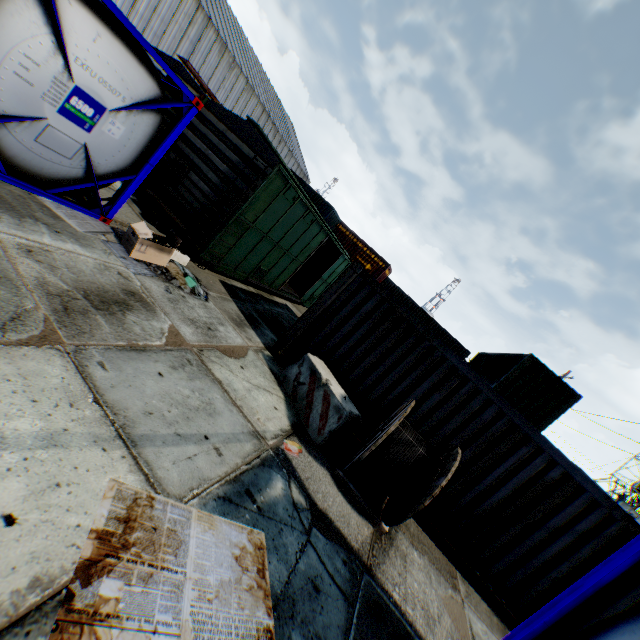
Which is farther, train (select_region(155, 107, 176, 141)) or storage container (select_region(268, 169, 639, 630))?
train (select_region(155, 107, 176, 141))

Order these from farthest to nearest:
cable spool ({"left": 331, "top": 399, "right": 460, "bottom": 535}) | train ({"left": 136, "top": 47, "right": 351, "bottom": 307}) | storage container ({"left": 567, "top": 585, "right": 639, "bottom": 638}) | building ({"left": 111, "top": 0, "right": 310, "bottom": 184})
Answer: building ({"left": 111, "top": 0, "right": 310, "bottom": 184}), train ({"left": 136, "top": 47, "right": 351, "bottom": 307}), storage container ({"left": 567, "top": 585, "right": 639, "bottom": 638}), cable spool ({"left": 331, "top": 399, "right": 460, "bottom": 535})

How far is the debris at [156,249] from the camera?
6.04m

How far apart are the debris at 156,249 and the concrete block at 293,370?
3.3m

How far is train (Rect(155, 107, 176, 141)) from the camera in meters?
9.3 m

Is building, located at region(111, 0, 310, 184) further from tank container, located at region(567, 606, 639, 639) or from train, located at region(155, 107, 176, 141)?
tank container, located at region(567, 606, 639, 639)

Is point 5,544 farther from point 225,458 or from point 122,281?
point 122,281

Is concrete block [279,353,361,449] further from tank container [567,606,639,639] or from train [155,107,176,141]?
train [155,107,176,141]
